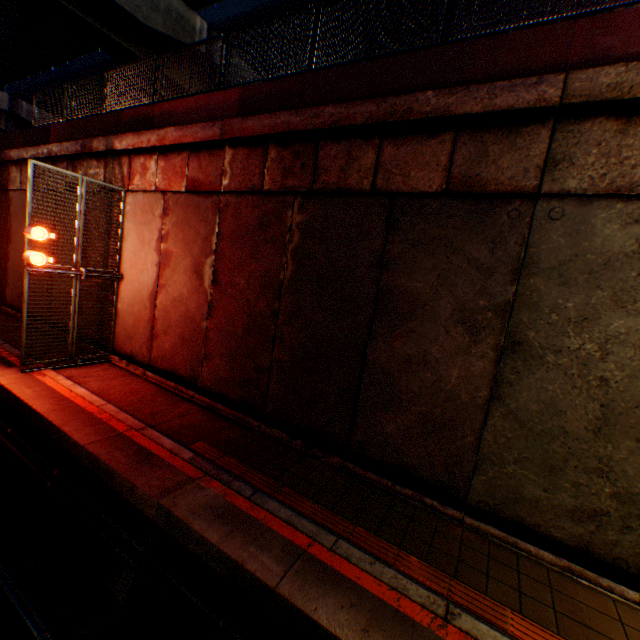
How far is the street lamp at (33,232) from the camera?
7.2 meters

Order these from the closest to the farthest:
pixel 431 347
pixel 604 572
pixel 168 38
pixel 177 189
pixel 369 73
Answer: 1. pixel 604 572
2. pixel 431 347
3. pixel 369 73
4. pixel 177 189
5. pixel 168 38

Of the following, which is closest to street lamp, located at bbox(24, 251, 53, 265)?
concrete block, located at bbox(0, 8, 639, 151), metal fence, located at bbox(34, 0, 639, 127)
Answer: metal fence, located at bbox(34, 0, 639, 127)

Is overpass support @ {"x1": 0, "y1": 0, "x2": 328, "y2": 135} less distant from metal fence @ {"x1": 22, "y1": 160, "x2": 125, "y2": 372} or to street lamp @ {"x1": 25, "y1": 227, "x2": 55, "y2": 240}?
metal fence @ {"x1": 22, "y1": 160, "x2": 125, "y2": 372}

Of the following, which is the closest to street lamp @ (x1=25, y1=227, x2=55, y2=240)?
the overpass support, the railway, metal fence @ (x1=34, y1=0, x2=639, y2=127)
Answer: metal fence @ (x1=34, y1=0, x2=639, y2=127)

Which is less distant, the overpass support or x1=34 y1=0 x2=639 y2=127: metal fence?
x1=34 y1=0 x2=639 y2=127: metal fence

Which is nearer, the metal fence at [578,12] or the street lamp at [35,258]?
the metal fence at [578,12]

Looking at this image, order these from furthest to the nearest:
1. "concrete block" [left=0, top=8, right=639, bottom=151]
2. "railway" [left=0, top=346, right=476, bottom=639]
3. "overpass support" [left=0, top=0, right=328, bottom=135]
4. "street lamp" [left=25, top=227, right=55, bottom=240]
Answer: "overpass support" [left=0, top=0, right=328, bottom=135]
"street lamp" [left=25, top=227, right=55, bottom=240]
"concrete block" [left=0, top=8, right=639, bottom=151]
"railway" [left=0, top=346, right=476, bottom=639]
